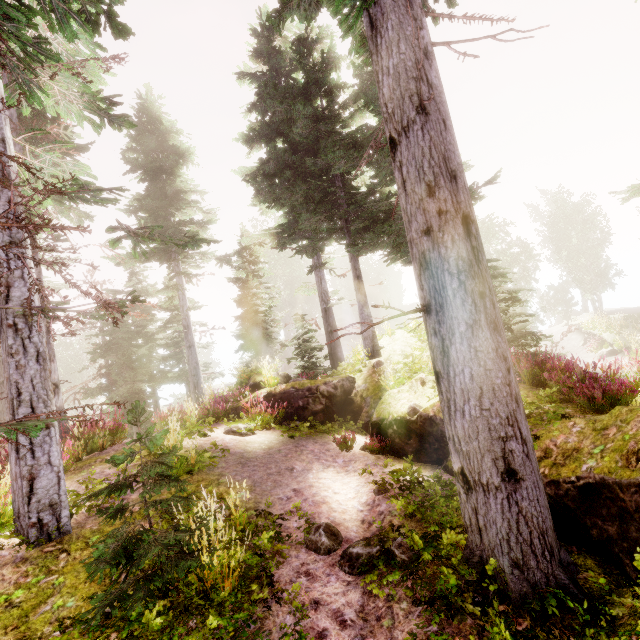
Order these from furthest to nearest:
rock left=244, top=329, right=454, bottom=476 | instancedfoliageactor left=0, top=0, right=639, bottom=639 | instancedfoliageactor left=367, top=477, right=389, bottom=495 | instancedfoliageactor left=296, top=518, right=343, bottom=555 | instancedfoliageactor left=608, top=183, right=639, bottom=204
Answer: rock left=244, top=329, right=454, bottom=476
instancedfoliageactor left=608, top=183, right=639, bottom=204
instancedfoliageactor left=367, top=477, right=389, bottom=495
instancedfoliageactor left=296, top=518, right=343, bottom=555
instancedfoliageactor left=0, top=0, right=639, bottom=639

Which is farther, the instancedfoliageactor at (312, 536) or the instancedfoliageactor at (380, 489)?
the instancedfoliageactor at (380, 489)

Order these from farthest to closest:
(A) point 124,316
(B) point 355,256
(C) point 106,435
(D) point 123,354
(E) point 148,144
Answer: (D) point 123,354, (E) point 148,144, (B) point 355,256, (C) point 106,435, (A) point 124,316

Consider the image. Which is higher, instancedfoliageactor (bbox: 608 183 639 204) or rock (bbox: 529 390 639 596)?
instancedfoliageactor (bbox: 608 183 639 204)

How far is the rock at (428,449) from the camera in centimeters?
735cm

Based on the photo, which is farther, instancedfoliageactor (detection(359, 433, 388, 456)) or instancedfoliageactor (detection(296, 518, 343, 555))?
instancedfoliageactor (detection(359, 433, 388, 456))
